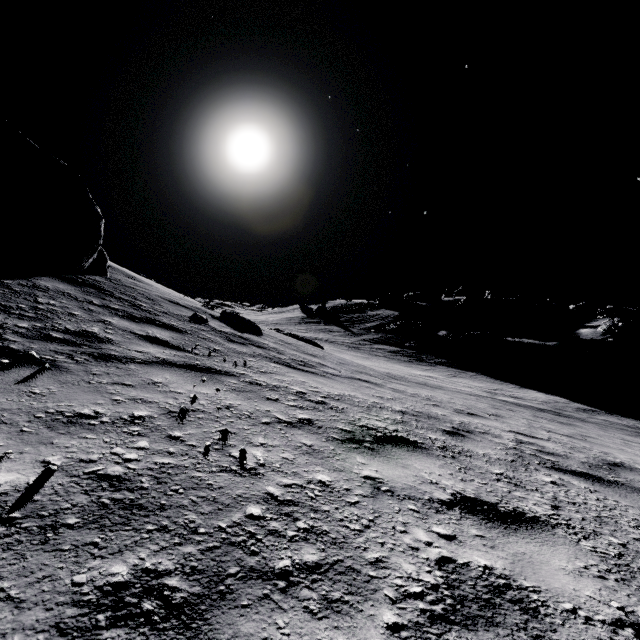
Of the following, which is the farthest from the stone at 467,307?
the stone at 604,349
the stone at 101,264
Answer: the stone at 101,264

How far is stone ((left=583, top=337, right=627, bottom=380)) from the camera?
29.1 meters

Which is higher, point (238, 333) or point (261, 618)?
point (238, 333)

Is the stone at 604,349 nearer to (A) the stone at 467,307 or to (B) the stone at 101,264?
(A) the stone at 467,307

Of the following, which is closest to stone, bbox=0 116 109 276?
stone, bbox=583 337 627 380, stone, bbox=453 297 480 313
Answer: stone, bbox=583 337 627 380

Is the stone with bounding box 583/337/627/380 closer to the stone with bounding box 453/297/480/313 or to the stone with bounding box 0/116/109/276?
the stone with bounding box 453/297/480/313
